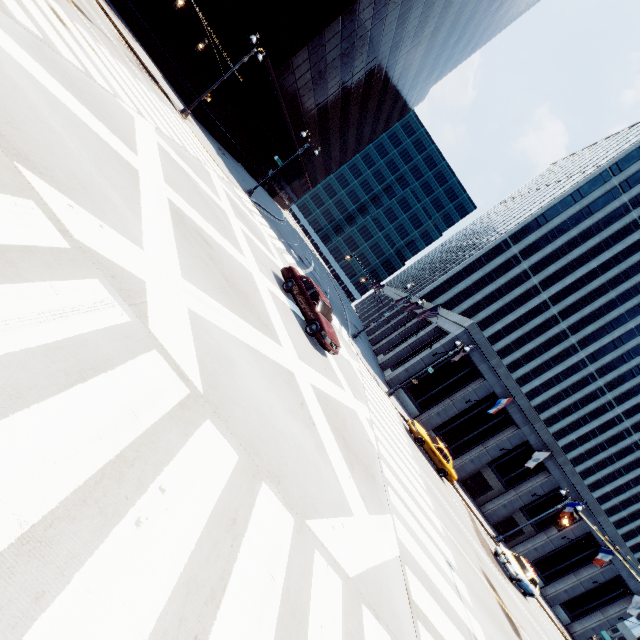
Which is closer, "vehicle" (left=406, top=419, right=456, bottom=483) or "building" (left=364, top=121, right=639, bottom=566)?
"vehicle" (left=406, top=419, right=456, bottom=483)

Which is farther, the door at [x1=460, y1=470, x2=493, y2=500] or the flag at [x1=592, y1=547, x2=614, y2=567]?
the door at [x1=460, y1=470, x2=493, y2=500]

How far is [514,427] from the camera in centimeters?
3131cm

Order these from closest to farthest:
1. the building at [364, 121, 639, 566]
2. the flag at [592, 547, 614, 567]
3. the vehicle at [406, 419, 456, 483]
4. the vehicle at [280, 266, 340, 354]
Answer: the vehicle at [280, 266, 340, 354], the vehicle at [406, 419, 456, 483], the flag at [592, 547, 614, 567], the building at [364, 121, 639, 566]

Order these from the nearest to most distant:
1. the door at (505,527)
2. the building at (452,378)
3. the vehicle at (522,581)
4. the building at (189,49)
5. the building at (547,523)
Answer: the vehicle at (522,581) → the building at (189,49) → the building at (452,378) → the building at (547,523) → the door at (505,527)

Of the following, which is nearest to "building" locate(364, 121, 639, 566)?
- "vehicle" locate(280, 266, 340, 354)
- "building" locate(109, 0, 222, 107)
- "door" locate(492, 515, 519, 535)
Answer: "door" locate(492, 515, 519, 535)

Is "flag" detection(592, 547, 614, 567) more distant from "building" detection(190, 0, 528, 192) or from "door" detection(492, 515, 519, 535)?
"building" detection(190, 0, 528, 192)

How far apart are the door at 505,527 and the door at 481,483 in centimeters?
347cm
